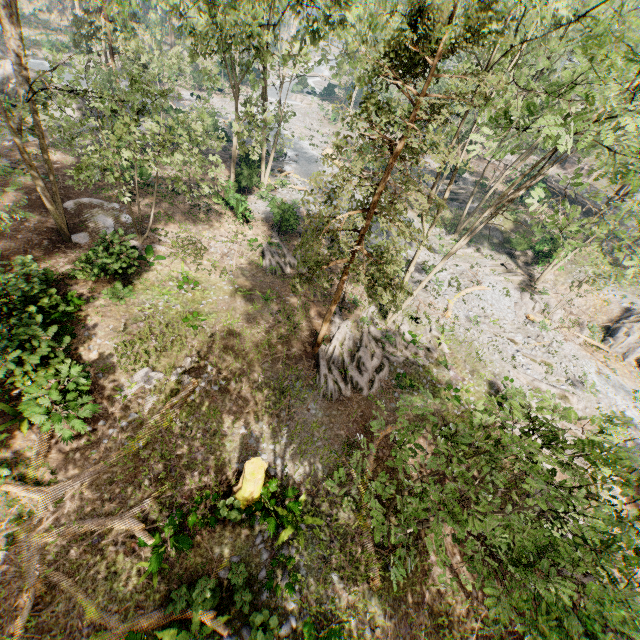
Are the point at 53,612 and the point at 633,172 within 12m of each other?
no

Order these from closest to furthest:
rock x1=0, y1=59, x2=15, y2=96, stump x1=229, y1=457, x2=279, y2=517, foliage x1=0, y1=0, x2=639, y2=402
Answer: foliage x1=0, y1=0, x2=639, y2=402, stump x1=229, y1=457, x2=279, y2=517, rock x1=0, y1=59, x2=15, y2=96

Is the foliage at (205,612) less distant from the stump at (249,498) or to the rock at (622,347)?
the rock at (622,347)

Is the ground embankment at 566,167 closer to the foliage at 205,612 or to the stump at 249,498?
the foliage at 205,612

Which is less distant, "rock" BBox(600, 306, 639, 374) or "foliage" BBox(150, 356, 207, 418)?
"foliage" BBox(150, 356, 207, 418)

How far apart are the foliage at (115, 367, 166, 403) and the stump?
5.2m

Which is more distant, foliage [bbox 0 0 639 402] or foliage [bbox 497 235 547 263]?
foliage [bbox 497 235 547 263]

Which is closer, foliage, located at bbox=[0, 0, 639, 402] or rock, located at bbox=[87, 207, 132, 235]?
foliage, located at bbox=[0, 0, 639, 402]
